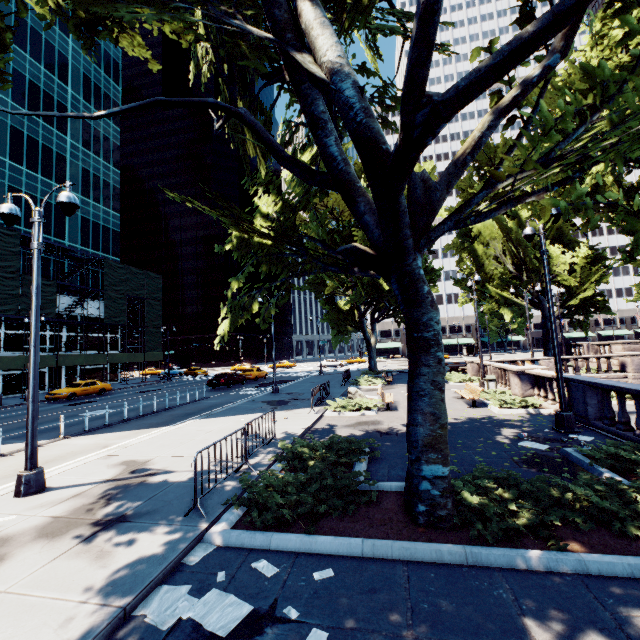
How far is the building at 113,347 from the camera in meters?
43.3 m

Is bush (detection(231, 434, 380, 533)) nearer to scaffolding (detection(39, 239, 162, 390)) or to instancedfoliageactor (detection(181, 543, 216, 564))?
instancedfoliageactor (detection(181, 543, 216, 564))

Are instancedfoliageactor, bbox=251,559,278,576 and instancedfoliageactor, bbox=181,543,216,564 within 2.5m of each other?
yes

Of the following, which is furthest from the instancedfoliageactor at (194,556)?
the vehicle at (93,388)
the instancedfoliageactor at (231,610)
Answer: the vehicle at (93,388)

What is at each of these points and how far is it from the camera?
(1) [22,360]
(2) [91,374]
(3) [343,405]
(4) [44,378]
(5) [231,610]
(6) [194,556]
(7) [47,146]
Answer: (1) scaffolding, 29.7 meters
(2) building, 40.9 meters
(3) bush, 15.2 meters
(4) building, 35.3 meters
(5) instancedfoliageactor, 3.9 meters
(6) instancedfoliageactor, 4.9 meters
(7) building, 37.5 meters

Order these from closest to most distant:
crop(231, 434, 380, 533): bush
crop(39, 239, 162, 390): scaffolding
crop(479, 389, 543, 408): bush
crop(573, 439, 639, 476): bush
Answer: crop(231, 434, 380, 533): bush → crop(573, 439, 639, 476): bush → crop(479, 389, 543, 408): bush → crop(39, 239, 162, 390): scaffolding

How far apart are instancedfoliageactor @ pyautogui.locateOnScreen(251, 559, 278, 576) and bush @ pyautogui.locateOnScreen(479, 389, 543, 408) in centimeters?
1264cm

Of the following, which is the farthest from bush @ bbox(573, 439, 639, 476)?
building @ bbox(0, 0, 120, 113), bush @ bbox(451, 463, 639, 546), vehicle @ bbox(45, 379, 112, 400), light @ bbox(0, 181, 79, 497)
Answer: building @ bbox(0, 0, 120, 113)
